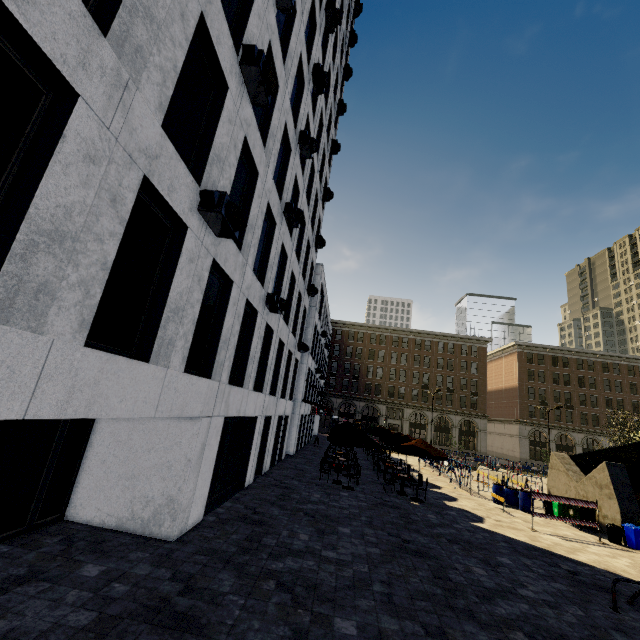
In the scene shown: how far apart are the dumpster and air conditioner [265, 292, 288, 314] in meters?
16.5

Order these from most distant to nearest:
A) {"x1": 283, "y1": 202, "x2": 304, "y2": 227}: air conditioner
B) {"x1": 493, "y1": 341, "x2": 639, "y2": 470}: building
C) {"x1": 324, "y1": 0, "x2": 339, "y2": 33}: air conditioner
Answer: {"x1": 493, "y1": 341, "x2": 639, "y2": 470}: building
{"x1": 324, "y1": 0, "x2": 339, "y2": 33}: air conditioner
{"x1": 283, "y1": 202, "x2": 304, "y2": 227}: air conditioner

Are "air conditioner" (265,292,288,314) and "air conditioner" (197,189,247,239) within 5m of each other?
yes

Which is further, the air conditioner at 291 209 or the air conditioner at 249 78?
the air conditioner at 291 209

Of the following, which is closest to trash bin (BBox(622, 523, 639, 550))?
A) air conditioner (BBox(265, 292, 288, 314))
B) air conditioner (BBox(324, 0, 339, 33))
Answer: air conditioner (BBox(265, 292, 288, 314))

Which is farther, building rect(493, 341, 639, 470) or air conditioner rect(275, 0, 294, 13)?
building rect(493, 341, 639, 470)

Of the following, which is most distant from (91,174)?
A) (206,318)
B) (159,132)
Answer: (206,318)

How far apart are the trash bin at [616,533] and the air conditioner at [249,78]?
20.9m
